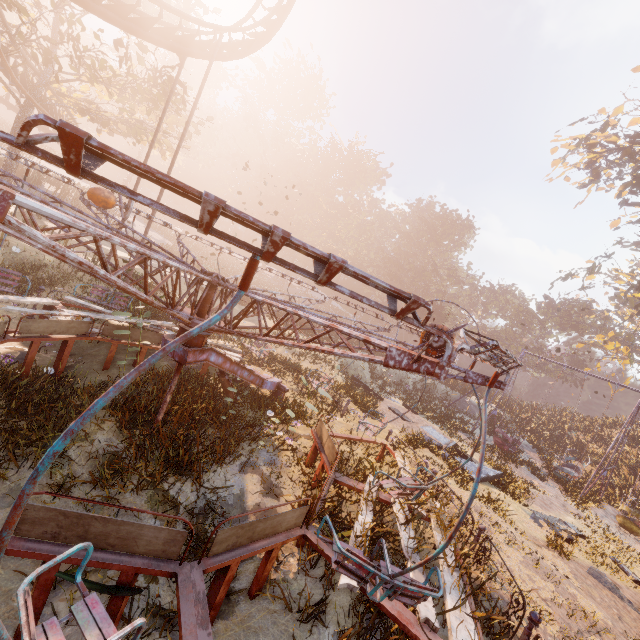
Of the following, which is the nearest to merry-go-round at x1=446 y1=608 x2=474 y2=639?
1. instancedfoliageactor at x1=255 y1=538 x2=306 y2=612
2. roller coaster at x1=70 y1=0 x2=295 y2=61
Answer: instancedfoliageactor at x1=255 y1=538 x2=306 y2=612

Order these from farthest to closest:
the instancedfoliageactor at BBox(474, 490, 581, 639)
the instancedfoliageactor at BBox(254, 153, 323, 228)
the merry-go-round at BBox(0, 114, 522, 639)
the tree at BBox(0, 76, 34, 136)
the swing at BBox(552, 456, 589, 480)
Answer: the instancedfoliageactor at BBox(254, 153, 323, 228) → the tree at BBox(0, 76, 34, 136) → the swing at BBox(552, 456, 589, 480) → the instancedfoliageactor at BBox(474, 490, 581, 639) → the merry-go-round at BBox(0, 114, 522, 639)

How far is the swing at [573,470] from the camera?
17.6m

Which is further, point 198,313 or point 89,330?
point 89,330

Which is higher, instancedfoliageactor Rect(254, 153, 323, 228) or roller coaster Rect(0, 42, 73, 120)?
instancedfoliageactor Rect(254, 153, 323, 228)

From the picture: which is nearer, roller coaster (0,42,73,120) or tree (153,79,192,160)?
roller coaster (0,42,73,120)

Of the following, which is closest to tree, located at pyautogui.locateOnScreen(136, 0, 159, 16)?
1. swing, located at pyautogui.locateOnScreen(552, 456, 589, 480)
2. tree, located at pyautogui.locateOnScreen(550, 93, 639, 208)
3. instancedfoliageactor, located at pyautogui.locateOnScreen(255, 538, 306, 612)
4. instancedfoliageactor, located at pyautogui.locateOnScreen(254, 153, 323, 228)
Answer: instancedfoliageactor, located at pyautogui.locateOnScreen(254, 153, 323, 228)

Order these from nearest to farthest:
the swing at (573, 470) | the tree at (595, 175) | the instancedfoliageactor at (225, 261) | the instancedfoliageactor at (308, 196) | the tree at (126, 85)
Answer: the tree at (126, 85)
the swing at (573, 470)
the tree at (595, 175)
the instancedfoliageactor at (225, 261)
the instancedfoliageactor at (308, 196)
